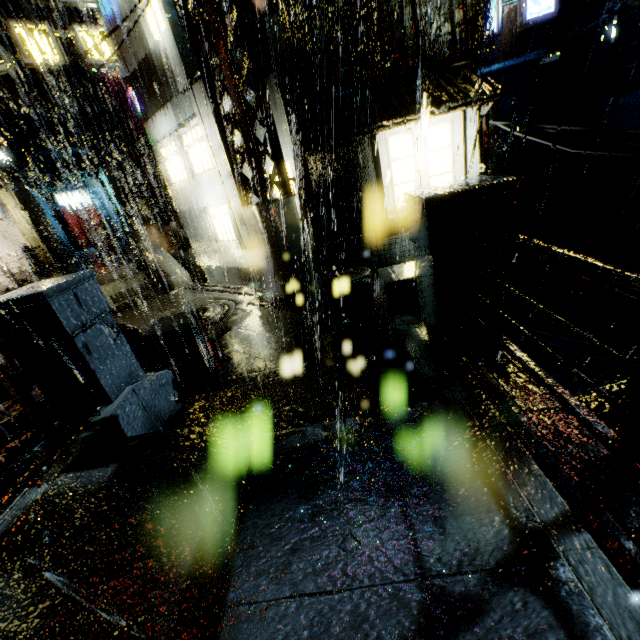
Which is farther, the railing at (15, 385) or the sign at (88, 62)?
the sign at (88, 62)

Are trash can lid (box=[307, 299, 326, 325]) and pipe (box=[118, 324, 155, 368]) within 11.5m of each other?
yes

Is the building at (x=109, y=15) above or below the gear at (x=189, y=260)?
above

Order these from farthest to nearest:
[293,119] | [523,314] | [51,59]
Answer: [523,314], [51,59], [293,119]

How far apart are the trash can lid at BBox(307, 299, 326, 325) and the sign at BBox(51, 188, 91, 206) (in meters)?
31.60

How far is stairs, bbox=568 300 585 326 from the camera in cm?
1764

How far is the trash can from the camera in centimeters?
750cm

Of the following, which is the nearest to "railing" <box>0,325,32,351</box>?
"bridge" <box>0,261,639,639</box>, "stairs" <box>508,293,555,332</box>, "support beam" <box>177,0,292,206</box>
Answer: "bridge" <box>0,261,639,639</box>
